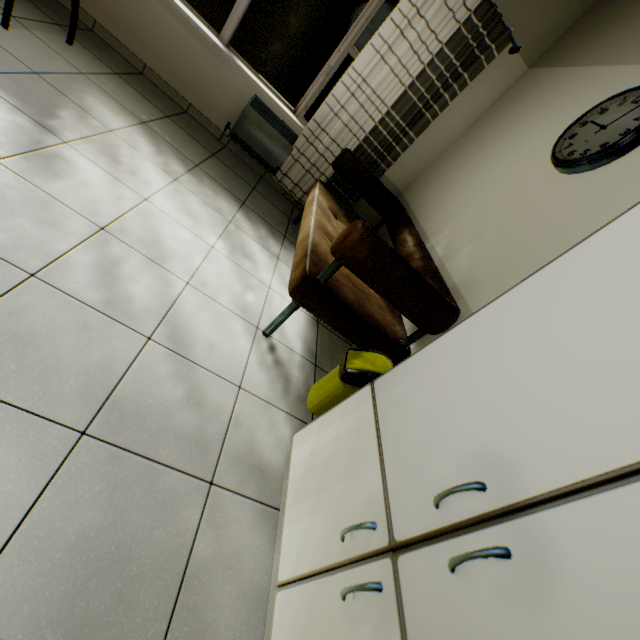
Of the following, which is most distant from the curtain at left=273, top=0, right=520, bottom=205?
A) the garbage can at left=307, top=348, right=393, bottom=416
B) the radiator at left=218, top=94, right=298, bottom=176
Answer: the garbage can at left=307, top=348, right=393, bottom=416

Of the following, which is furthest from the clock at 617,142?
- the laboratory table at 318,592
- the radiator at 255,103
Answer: the radiator at 255,103

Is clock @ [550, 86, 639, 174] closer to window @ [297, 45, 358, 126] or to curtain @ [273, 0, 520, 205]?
curtain @ [273, 0, 520, 205]

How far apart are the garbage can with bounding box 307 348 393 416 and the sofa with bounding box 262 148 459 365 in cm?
11

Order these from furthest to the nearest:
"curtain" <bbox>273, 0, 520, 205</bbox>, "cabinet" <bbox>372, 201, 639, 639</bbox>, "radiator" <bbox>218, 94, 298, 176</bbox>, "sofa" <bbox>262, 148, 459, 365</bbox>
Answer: "radiator" <bbox>218, 94, 298, 176</bbox>, "curtain" <bbox>273, 0, 520, 205</bbox>, "sofa" <bbox>262, 148, 459, 365</bbox>, "cabinet" <bbox>372, 201, 639, 639</bbox>

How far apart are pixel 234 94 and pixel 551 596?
4.25m

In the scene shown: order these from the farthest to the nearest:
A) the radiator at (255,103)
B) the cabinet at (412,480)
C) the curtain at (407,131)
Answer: the radiator at (255,103) < the curtain at (407,131) < the cabinet at (412,480)

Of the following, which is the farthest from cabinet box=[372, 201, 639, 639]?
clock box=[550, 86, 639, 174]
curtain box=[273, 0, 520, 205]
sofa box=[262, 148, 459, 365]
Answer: curtain box=[273, 0, 520, 205]
